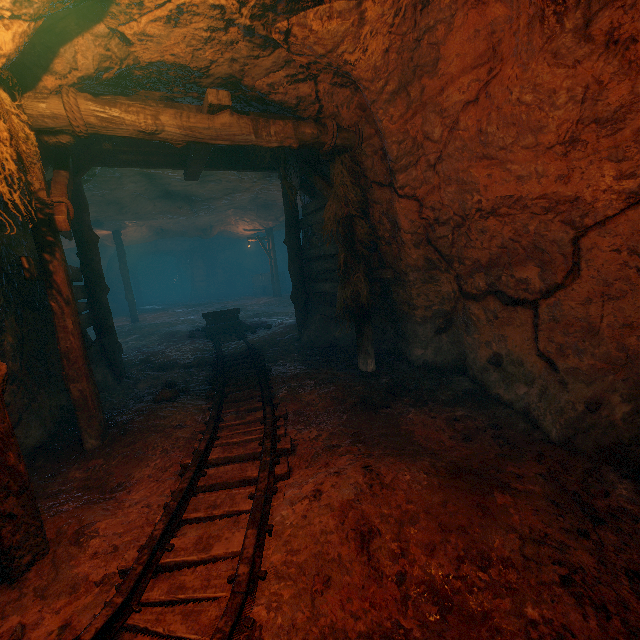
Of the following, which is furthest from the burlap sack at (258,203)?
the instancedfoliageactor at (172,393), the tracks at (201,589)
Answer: the instancedfoliageactor at (172,393)

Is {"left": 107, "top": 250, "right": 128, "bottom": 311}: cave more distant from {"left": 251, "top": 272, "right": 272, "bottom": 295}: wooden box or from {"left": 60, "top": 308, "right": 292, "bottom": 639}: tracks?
{"left": 60, "top": 308, "right": 292, "bottom": 639}: tracks

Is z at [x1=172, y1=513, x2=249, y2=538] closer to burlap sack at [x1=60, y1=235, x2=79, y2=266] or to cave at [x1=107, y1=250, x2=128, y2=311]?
burlap sack at [x1=60, y1=235, x2=79, y2=266]

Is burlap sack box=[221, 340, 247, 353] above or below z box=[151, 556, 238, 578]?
above

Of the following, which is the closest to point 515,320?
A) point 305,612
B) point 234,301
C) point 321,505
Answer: point 321,505

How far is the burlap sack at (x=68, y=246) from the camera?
16.5 meters

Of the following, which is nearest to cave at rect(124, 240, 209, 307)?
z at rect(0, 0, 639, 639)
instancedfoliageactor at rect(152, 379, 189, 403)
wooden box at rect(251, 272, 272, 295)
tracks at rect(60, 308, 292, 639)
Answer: wooden box at rect(251, 272, 272, 295)

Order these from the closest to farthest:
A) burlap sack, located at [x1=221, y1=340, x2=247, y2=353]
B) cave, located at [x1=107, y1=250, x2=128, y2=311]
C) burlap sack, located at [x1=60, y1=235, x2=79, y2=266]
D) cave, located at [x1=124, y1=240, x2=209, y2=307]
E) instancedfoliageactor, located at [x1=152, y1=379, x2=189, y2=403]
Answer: instancedfoliageactor, located at [x1=152, y1=379, x2=189, y2=403] → burlap sack, located at [x1=221, y1=340, x2=247, y2=353] → burlap sack, located at [x1=60, y1=235, x2=79, y2=266] → cave, located at [x1=107, y1=250, x2=128, y2=311] → cave, located at [x1=124, y1=240, x2=209, y2=307]
